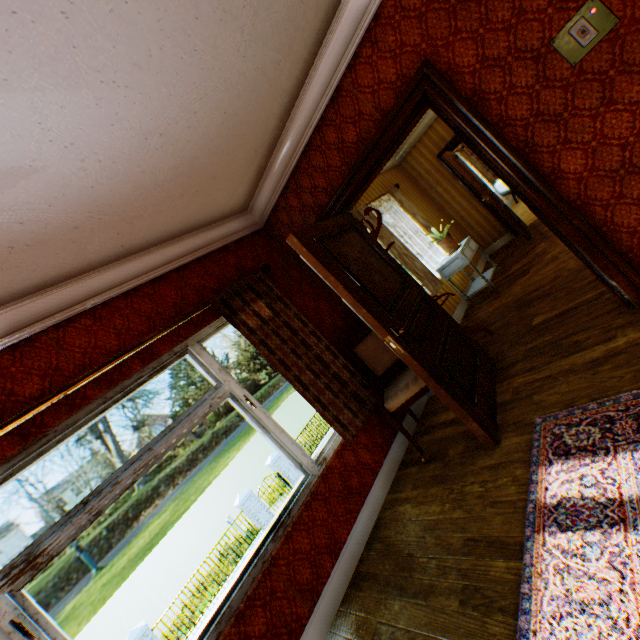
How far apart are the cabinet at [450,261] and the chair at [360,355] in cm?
244

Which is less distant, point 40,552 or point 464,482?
point 40,552

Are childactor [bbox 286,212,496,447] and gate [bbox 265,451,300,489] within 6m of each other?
no

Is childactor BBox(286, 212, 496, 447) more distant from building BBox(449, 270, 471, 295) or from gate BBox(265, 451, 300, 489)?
gate BBox(265, 451, 300, 489)

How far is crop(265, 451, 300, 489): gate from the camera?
16.56m

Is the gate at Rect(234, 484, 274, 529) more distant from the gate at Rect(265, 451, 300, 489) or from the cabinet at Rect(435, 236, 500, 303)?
the cabinet at Rect(435, 236, 500, 303)

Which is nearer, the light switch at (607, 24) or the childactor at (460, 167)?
the light switch at (607, 24)

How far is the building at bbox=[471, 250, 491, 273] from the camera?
6.68m
